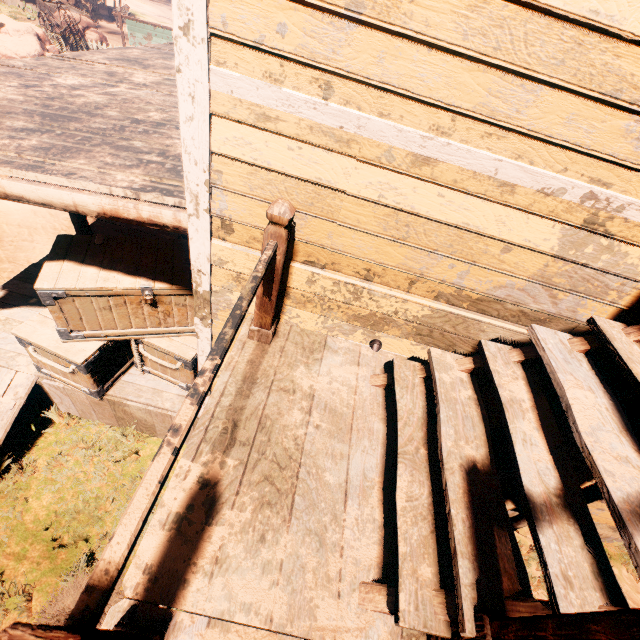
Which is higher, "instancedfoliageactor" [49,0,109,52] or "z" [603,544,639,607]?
"instancedfoliageactor" [49,0,109,52]

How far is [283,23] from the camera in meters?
1.5 m

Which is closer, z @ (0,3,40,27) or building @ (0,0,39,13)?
z @ (0,3,40,27)

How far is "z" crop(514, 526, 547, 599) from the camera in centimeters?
484cm

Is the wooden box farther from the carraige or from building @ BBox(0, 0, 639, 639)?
the carraige

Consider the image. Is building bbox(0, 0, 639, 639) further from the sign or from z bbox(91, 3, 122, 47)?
the sign

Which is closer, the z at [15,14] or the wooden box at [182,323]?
the wooden box at [182,323]

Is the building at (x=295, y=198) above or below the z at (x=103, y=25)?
above
